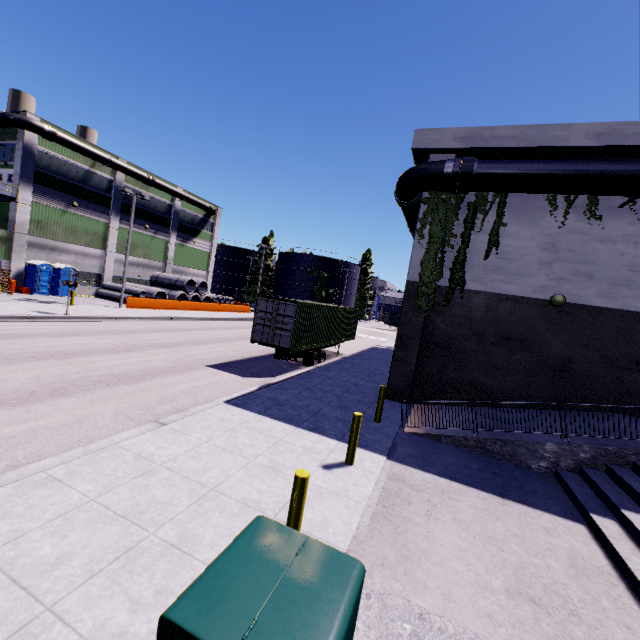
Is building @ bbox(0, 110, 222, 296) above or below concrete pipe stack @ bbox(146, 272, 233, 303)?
above

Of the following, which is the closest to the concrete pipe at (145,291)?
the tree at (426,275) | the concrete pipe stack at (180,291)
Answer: the concrete pipe stack at (180,291)

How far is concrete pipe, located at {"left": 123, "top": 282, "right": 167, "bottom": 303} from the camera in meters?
32.8

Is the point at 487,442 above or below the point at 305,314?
below

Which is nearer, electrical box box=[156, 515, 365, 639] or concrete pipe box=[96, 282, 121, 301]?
electrical box box=[156, 515, 365, 639]

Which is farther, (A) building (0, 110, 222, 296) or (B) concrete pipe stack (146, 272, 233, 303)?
(B) concrete pipe stack (146, 272, 233, 303)

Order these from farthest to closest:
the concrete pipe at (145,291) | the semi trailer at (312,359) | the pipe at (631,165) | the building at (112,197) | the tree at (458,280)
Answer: the concrete pipe at (145,291) < the building at (112,197) < the semi trailer at (312,359) < the tree at (458,280) < the pipe at (631,165)

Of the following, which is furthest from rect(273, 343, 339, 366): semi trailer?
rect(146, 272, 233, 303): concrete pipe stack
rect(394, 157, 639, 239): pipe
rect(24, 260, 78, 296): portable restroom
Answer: rect(24, 260, 78, 296): portable restroom
